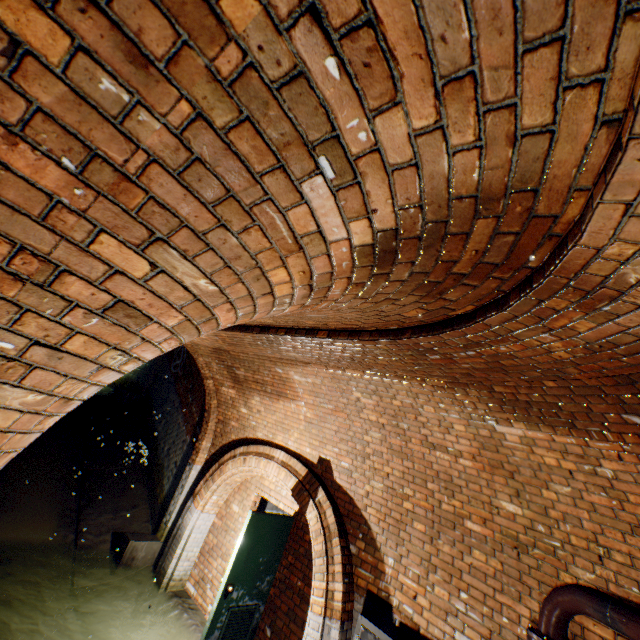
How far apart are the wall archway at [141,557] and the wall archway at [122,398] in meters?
4.7

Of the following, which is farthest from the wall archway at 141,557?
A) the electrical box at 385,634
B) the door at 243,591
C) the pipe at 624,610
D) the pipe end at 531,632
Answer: the pipe end at 531,632

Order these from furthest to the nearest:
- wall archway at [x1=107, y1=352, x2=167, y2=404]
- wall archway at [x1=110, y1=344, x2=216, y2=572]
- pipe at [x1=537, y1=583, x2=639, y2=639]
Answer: wall archway at [x1=107, y1=352, x2=167, y2=404] → wall archway at [x1=110, y1=344, x2=216, y2=572] → pipe at [x1=537, y1=583, x2=639, y2=639]

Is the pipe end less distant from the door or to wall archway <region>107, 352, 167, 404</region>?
the door

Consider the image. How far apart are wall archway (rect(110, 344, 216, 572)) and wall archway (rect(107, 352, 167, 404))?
4.7m

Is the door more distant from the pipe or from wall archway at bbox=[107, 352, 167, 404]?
wall archway at bbox=[107, 352, 167, 404]

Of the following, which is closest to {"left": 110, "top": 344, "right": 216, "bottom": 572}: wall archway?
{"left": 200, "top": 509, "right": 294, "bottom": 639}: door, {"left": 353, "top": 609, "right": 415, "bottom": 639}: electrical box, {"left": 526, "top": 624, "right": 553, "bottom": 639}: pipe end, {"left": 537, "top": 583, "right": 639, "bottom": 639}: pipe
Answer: {"left": 200, "top": 509, "right": 294, "bottom": 639}: door

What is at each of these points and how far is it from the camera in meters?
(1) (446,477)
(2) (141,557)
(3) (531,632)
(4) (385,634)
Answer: (1) building tunnel, 3.9 m
(2) wall archway, 6.5 m
(3) pipe end, 2.9 m
(4) electrical box, 3.5 m
